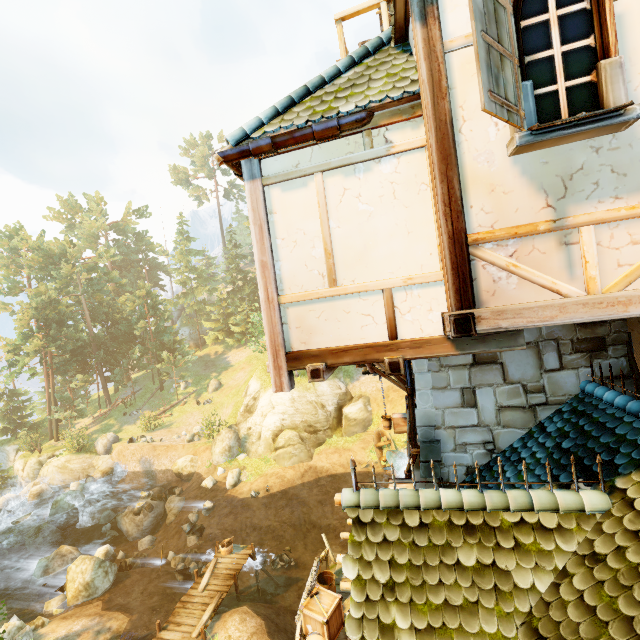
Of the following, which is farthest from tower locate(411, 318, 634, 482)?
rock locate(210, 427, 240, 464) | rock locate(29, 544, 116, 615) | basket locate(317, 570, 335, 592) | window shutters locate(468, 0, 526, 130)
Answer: rock locate(210, 427, 240, 464)

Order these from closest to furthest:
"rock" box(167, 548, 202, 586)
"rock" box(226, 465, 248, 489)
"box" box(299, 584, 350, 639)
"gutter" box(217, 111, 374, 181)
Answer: "gutter" box(217, 111, 374, 181)
"box" box(299, 584, 350, 639)
"rock" box(167, 548, 202, 586)
"rock" box(226, 465, 248, 489)

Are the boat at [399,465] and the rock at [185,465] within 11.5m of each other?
no

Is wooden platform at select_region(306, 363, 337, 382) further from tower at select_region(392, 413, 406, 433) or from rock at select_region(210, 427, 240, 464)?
rock at select_region(210, 427, 240, 464)

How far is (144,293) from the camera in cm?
4038

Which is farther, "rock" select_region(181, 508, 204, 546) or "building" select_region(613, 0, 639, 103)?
"rock" select_region(181, 508, 204, 546)

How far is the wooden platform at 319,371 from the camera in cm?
393

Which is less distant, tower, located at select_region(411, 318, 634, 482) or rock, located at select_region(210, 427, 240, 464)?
tower, located at select_region(411, 318, 634, 482)
